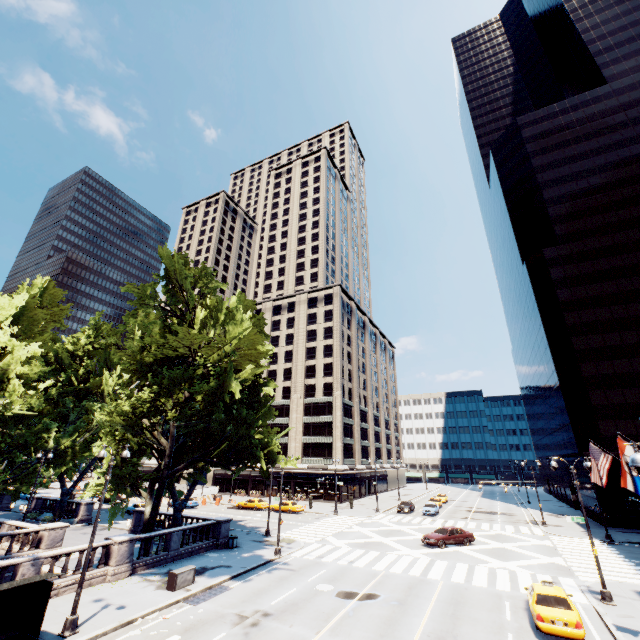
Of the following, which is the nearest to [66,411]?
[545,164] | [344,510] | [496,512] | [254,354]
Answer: [254,354]

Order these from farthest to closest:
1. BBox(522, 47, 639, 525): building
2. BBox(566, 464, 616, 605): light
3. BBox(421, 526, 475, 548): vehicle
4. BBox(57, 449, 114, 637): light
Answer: BBox(522, 47, 639, 525): building < BBox(421, 526, 475, 548): vehicle < BBox(566, 464, 616, 605): light < BBox(57, 449, 114, 637): light

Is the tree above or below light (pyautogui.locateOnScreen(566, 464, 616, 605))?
above

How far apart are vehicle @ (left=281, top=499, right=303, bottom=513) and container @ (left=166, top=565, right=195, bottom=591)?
28.3 meters

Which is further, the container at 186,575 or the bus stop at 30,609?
the container at 186,575

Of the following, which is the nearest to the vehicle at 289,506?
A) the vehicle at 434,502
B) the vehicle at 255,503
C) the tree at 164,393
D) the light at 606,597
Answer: the vehicle at 255,503

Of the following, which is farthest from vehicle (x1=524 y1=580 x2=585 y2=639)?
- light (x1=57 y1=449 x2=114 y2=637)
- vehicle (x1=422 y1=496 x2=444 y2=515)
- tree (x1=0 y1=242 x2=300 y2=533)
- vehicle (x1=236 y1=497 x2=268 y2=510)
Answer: vehicle (x1=236 y1=497 x2=268 y2=510)

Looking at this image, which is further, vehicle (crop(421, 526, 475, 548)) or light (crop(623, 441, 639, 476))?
vehicle (crop(421, 526, 475, 548))
